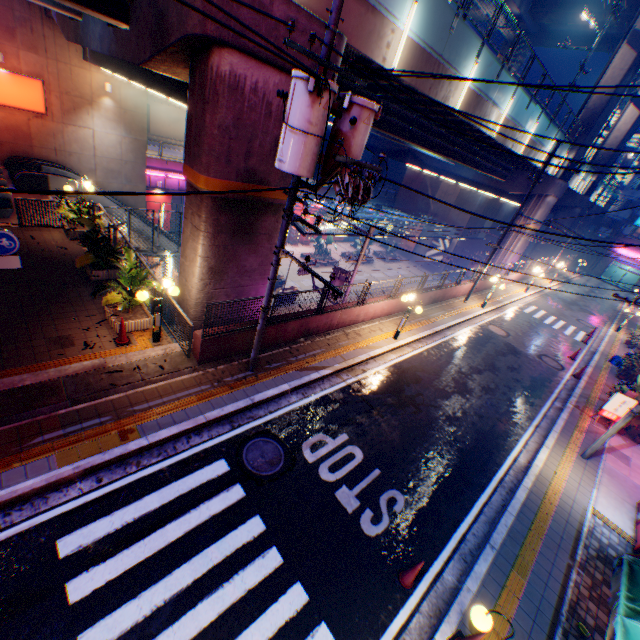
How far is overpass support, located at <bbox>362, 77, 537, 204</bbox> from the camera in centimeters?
1736cm

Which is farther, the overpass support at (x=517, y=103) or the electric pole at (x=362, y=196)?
the overpass support at (x=517, y=103)

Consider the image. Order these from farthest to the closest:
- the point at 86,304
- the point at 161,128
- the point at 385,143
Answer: the point at 161,128 → the point at 385,143 → the point at 86,304

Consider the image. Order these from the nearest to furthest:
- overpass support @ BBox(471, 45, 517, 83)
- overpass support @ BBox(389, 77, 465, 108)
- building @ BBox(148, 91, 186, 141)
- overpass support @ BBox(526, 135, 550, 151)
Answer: overpass support @ BBox(389, 77, 465, 108)
overpass support @ BBox(471, 45, 517, 83)
overpass support @ BBox(526, 135, 550, 151)
building @ BBox(148, 91, 186, 141)

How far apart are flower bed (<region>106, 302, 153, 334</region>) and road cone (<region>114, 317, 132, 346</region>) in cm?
16

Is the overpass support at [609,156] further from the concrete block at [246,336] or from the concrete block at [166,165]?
the concrete block at [166,165]

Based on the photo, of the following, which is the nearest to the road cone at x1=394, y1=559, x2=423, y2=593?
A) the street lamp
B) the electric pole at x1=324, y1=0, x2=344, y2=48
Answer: the street lamp

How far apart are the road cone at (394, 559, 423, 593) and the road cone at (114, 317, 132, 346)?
8.9m
